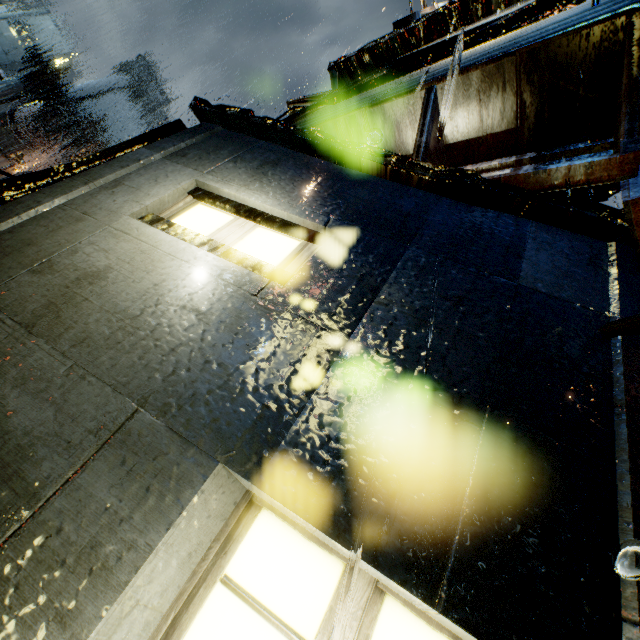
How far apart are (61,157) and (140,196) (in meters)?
74.66
